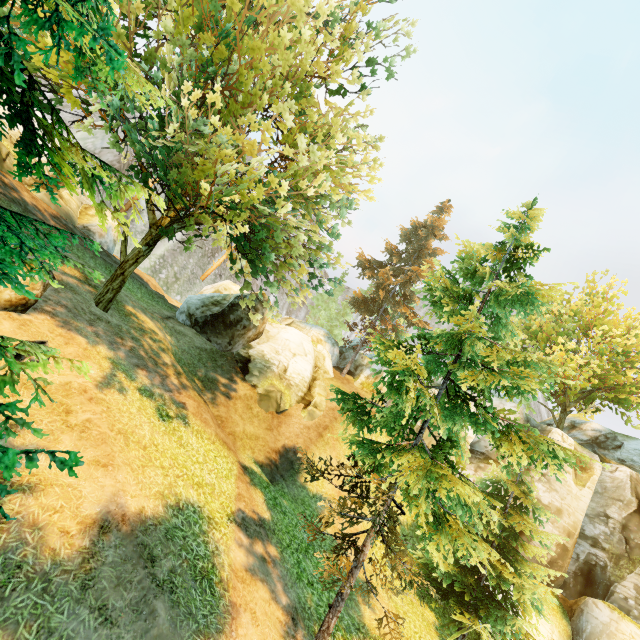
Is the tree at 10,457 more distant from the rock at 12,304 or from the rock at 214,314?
the rock at 214,314

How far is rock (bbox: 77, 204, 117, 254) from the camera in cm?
2081

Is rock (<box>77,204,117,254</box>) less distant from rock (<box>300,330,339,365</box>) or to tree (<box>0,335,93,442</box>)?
tree (<box>0,335,93,442</box>)

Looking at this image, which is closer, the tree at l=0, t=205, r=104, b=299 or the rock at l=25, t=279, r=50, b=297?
the tree at l=0, t=205, r=104, b=299

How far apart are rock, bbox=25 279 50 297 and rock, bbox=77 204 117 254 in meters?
12.9

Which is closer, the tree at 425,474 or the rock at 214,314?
the tree at 425,474

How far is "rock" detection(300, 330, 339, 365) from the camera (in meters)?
29.97

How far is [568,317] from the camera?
25.1 meters
